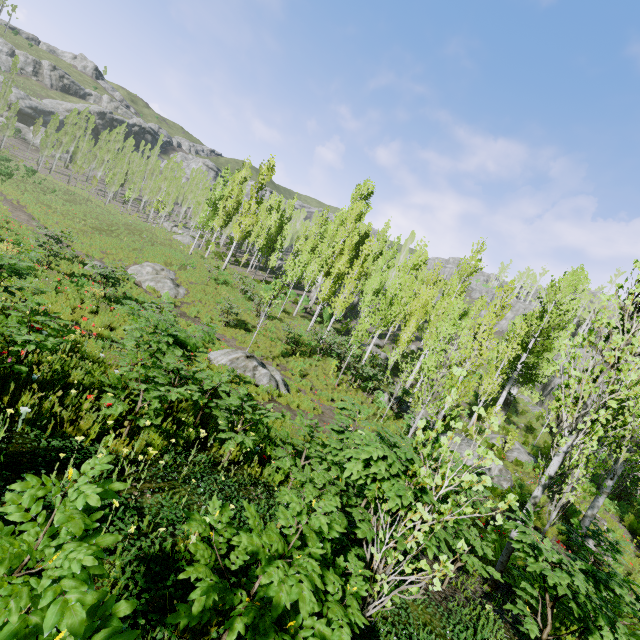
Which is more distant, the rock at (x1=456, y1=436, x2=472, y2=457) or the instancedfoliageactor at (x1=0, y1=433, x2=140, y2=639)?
the rock at (x1=456, y1=436, x2=472, y2=457)

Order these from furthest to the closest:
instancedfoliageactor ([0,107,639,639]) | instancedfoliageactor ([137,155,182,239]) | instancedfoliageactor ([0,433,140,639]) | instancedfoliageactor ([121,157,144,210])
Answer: instancedfoliageactor ([121,157,144,210]) → instancedfoliageactor ([137,155,182,239]) → instancedfoliageactor ([0,107,639,639]) → instancedfoliageactor ([0,433,140,639])

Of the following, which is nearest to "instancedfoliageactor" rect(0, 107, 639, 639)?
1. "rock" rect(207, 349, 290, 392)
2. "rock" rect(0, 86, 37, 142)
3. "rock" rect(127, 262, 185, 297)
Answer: "rock" rect(0, 86, 37, 142)

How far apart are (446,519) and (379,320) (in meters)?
16.20

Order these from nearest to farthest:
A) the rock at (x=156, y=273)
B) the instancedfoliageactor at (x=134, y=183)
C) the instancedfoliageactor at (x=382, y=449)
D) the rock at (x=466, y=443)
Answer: the instancedfoliageactor at (x=382, y=449) < the rock at (x=466, y=443) < the rock at (x=156, y=273) < the instancedfoliageactor at (x=134, y=183)

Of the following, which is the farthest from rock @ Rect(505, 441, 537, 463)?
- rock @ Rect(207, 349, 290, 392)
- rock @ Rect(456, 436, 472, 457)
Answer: rock @ Rect(207, 349, 290, 392)

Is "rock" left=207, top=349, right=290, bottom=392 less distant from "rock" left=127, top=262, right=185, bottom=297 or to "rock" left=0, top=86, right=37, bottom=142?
"rock" left=127, top=262, right=185, bottom=297

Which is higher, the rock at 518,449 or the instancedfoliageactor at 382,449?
the instancedfoliageactor at 382,449
